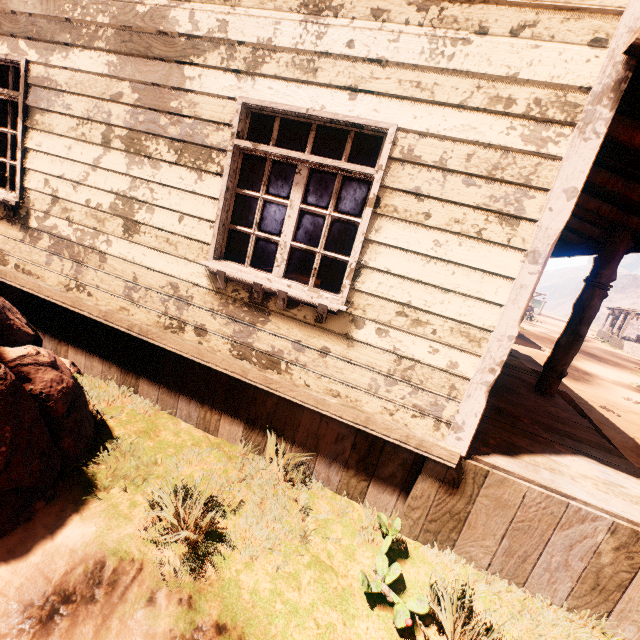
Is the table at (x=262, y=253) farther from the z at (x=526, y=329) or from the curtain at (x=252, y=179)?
the z at (x=526, y=329)

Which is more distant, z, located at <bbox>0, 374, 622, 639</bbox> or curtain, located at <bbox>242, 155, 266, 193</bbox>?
curtain, located at <bbox>242, 155, 266, 193</bbox>

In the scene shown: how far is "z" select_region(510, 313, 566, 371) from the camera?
13.3 meters

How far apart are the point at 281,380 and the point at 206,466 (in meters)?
1.18

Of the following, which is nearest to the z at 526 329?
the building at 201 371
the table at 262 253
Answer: the building at 201 371

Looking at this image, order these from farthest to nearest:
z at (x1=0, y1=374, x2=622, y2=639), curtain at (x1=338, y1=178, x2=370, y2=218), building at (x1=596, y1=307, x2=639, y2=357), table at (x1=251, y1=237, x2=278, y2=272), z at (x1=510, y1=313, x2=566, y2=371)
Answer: building at (x1=596, y1=307, x2=639, y2=357) < z at (x1=510, y1=313, x2=566, y2=371) < table at (x1=251, y1=237, x2=278, y2=272) < curtain at (x1=338, y1=178, x2=370, y2=218) < z at (x1=0, y1=374, x2=622, y2=639)

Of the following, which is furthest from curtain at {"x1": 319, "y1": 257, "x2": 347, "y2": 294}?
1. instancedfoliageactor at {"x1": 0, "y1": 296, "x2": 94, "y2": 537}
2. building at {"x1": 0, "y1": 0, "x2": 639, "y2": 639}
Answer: instancedfoliageactor at {"x1": 0, "y1": 296, "x2": 94, "y2": 537}
